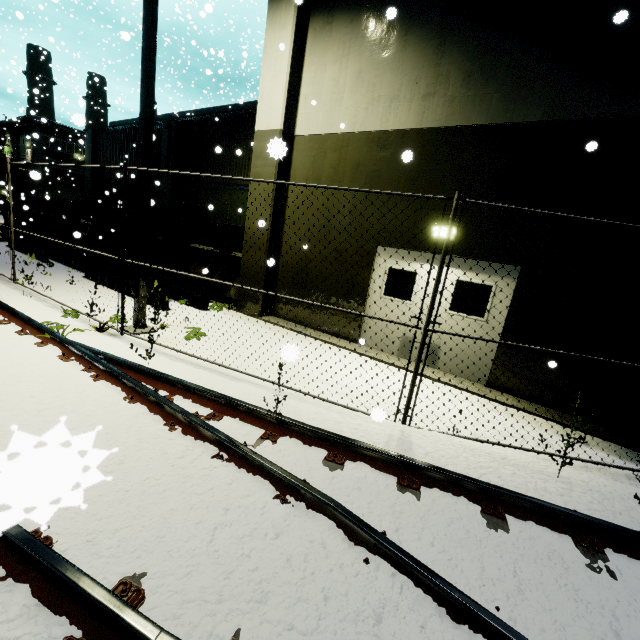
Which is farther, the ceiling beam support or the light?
the ceiling beam support

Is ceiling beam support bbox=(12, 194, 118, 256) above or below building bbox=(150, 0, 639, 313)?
below

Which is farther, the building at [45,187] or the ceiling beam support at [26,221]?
the building at [45,187]

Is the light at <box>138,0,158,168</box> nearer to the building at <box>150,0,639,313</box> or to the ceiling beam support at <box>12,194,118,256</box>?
the building at <box>150,0,639,313</box>

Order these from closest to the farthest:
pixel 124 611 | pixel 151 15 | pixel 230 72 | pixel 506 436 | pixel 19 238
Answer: pixel 124 611 → pixel 506 436 → pixel 151 15 → pixel 19 238 → pixel 230 72

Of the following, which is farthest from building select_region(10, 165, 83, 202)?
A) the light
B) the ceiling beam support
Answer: the light

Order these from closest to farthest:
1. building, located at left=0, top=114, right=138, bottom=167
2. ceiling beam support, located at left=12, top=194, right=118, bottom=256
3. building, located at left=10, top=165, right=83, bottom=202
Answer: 1. ceiling beam support, located at left=12, top=194, right=118, bottom=256
2. building, located at left=0, top=114, right=138, bottom=167
3. building, located at left=10, top=165, right=83, bottom=202

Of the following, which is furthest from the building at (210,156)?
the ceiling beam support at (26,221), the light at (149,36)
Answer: the light at (149,36)
